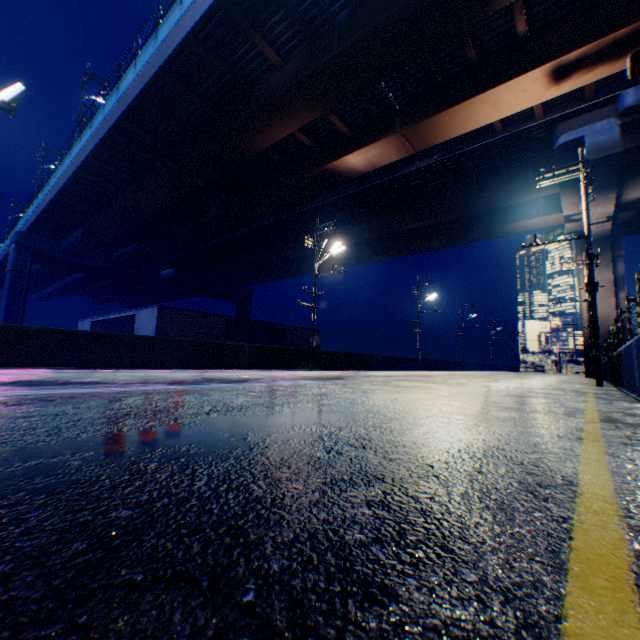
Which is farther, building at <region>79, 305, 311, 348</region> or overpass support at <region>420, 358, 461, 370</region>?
overpass support at <region>420, 358, 461, 370</region>

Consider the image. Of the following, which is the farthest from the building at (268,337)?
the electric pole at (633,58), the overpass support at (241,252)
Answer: the electric pole at (633,58)

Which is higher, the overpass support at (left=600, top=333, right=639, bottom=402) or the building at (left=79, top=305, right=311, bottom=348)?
the building at (left=79, top=305, right=311, bottom=348)

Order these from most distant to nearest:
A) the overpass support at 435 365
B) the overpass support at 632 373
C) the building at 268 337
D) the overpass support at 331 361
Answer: the overpass support at 435 365 < the building at 268 337 < the overpass support at 331 361 < the overpass support at 632 373

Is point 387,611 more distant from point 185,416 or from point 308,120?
point 308,120

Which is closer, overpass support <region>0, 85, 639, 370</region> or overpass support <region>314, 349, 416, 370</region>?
overpass support <region>0, 85, 639, 370</region>

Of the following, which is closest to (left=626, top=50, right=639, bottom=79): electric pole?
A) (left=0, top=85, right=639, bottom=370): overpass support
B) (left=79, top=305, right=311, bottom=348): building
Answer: (left=0, top=85, right=639, bottom=370): overpass support

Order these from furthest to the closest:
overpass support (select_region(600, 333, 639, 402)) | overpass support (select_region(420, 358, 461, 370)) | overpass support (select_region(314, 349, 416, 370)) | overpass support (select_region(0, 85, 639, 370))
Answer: overpass support (select_region(420, 358, 461, 370))
overpass support (select_region(314, 349, 416, 370))
overpass support (select_region(0, 85, 639, 370))
overpass support (select_region(600, 333, 639, 402))
